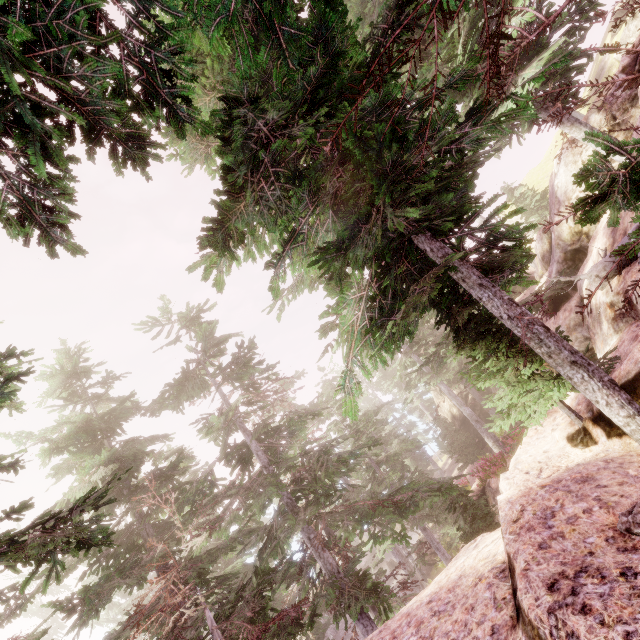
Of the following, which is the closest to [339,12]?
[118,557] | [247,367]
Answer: [247,367]

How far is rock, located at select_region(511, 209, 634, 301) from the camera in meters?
8.1

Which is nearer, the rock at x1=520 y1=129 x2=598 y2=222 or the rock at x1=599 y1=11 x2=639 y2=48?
the rock at x1=520 y1=129 x2=598 y2=222

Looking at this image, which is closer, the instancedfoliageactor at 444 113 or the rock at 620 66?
the instancedfoliageactor at 444 113

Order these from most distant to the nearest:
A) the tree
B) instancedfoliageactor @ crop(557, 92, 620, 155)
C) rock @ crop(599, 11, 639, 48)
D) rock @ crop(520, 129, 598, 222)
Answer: rock @ crop(599, 11, 639, 48) → rock @ crop(520, 129, 598, 222) → instancedfoliageactor @ crop(557, 92, 620, 155) → the tree

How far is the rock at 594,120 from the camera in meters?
11.5
